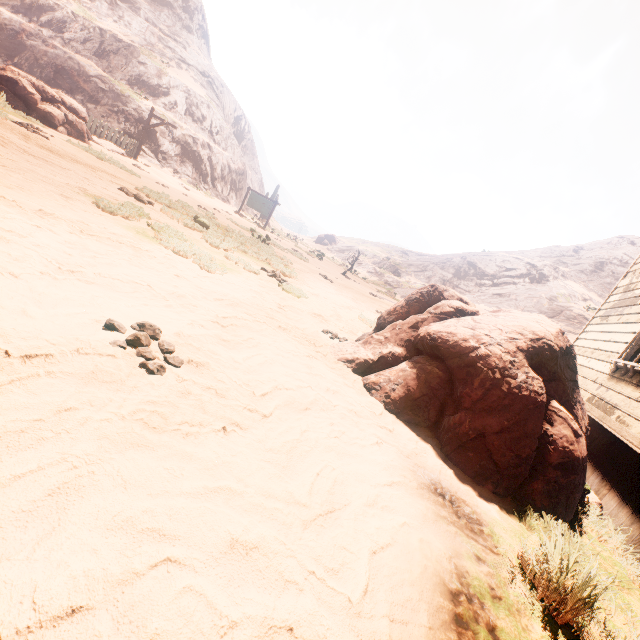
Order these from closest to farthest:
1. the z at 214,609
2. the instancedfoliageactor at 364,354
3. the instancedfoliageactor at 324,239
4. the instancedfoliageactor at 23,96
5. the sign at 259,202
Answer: the z at 214,609, the instancedfoliageactor at 364,354, the instancedfoliageactor at 23,96, the sign at 259,202, the instancedfoliageactor at 324,239

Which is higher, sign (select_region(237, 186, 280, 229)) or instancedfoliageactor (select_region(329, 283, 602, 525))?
sign (select_region(237, 186, 280, 229))

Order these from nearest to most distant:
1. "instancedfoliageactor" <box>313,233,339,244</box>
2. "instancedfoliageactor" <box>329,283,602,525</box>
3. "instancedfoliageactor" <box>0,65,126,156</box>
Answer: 1. "instancedfoliageactor" <box>329,283,602,525</box>
2. "instancedfoliageactor" <box>0,65,126,156</box>
3. "instancedfoliageactor" <box>313,233,339,244</box>

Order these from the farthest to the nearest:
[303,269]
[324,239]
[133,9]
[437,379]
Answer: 1. [324,239]
2. [133,9]
3. [303,269]
4. [437,379]

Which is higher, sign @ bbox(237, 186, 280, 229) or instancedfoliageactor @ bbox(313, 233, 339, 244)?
instancedfoliageactor @ bbox(313, 233, 339, 244)

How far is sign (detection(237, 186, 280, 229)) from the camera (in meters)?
23.62

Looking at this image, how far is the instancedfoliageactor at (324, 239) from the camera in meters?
55.2 m

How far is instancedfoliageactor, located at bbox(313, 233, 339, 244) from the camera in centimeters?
5515cm
